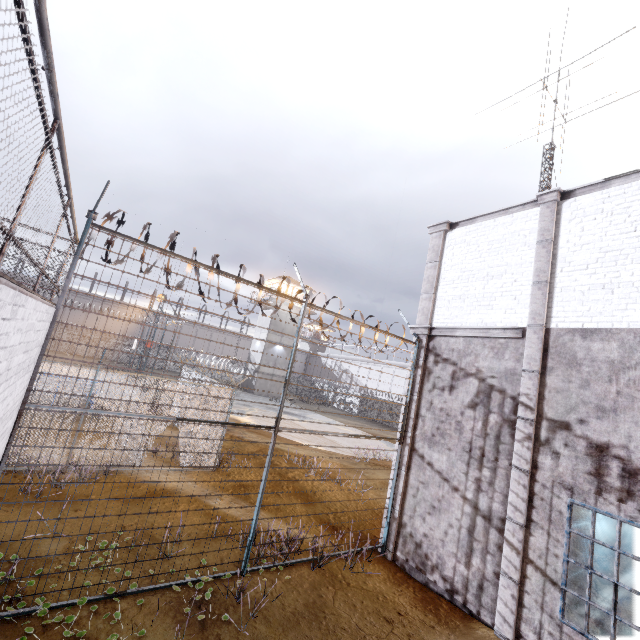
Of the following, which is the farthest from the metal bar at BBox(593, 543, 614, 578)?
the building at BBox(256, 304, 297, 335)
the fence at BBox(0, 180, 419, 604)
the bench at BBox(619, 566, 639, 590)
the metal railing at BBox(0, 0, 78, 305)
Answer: the building at BBox(256, 304, 297, 335)

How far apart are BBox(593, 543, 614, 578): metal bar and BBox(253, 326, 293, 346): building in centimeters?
3387cm

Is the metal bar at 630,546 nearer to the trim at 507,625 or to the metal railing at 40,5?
the trim at 507,625

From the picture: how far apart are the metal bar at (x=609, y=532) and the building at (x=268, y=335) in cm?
3387

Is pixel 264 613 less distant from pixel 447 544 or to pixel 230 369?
pixel 447 544

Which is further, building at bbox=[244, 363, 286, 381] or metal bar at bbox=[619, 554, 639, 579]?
building at bbox=[244, 363, 286, 381]

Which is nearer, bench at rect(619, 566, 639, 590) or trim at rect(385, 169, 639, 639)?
trim at rect(385, 169, 639, 639)
